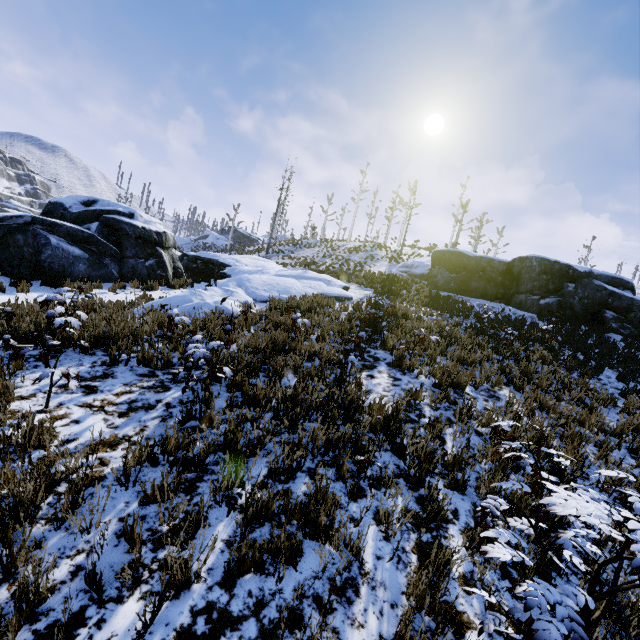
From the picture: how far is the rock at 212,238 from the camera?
57.75m

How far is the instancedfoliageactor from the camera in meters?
9.0 m

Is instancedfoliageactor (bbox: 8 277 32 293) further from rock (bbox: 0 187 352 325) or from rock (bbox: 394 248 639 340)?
rock (bbox: 394 248 639 340)

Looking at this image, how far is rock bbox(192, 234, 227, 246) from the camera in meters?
57.8 m

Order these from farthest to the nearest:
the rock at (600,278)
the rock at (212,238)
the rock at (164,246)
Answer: the rock at (212,238) < the rock at (600,278) < the rock at (164,246)

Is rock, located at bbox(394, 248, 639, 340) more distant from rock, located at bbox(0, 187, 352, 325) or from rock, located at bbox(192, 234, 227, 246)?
rock, located at bbox(192, 234, 227, 246)

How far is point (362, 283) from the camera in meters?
18.7

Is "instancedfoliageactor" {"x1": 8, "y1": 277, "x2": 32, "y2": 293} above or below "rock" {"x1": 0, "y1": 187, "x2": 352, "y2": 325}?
below
